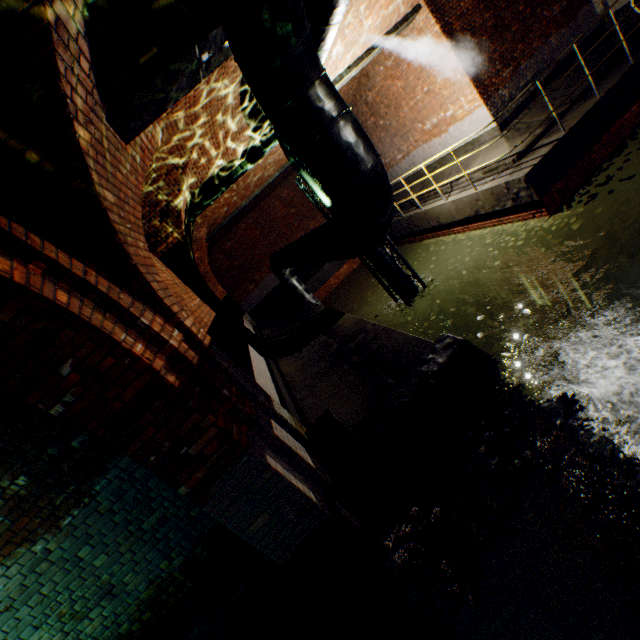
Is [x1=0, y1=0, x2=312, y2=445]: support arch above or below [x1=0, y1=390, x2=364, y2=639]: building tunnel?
above

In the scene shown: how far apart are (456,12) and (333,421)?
11.1 meters

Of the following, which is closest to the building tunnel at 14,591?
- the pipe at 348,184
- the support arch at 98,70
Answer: the pipe at 348,184

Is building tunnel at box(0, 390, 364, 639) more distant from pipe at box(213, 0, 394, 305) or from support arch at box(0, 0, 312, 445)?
support arch at box(0, 0, 312, 445)

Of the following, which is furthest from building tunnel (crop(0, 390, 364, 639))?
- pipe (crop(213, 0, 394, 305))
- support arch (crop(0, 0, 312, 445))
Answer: support arch (crop(0, 0, 312, 445))

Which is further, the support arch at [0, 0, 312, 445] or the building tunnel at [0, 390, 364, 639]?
the building tunnel at [0, 390, 364, 639]

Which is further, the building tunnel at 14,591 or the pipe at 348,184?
the building tunnel at 14,591

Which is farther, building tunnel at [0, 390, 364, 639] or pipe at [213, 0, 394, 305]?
building tunnel at [0, 390, 364, 639]
